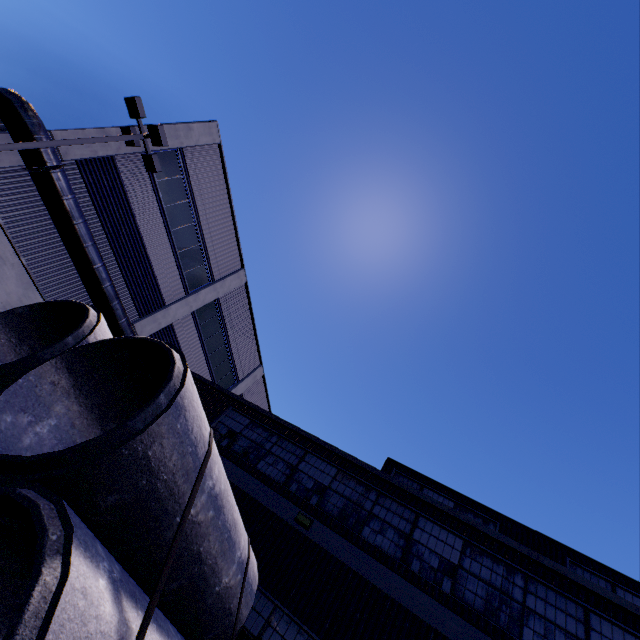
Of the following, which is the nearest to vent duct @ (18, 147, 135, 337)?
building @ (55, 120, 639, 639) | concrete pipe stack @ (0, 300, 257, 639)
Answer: building @ (55, 120, 639, 639)

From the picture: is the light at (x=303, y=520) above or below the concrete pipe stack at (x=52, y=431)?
above

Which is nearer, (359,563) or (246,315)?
(359,563)

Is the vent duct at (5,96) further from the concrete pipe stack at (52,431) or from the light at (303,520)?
the light at (303,520)

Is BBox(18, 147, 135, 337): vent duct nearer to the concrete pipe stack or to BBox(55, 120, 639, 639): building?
BBox(55, 120, 639, 639): building

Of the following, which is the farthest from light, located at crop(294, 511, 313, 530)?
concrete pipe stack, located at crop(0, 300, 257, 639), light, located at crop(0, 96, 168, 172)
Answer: light, located at crop(0, 96, 168, 172)

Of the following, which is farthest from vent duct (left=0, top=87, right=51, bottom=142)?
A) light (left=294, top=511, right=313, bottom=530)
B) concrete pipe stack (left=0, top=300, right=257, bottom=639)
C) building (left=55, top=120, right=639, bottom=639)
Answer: light (left=294, top=511, right=313, bottom=530)
